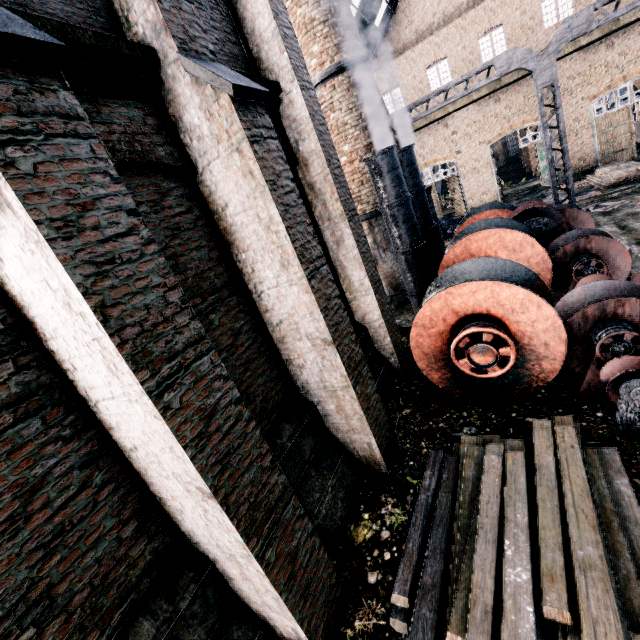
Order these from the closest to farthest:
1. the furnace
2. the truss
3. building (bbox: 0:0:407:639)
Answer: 1. building (bbox: 0:0:407:639)
2. the truss
3. the furnace

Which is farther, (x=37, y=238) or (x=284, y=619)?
(x=284, y=619)

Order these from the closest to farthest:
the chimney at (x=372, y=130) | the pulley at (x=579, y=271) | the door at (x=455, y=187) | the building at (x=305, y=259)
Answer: the building at (x=305, y=259)
the pulley at (x=579, y=271)
the chimney at (x=372, y=130)
the door at (x=455, y=187)

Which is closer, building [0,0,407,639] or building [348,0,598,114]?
building [0,0,407,639]

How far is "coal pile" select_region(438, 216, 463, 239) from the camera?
22.3m

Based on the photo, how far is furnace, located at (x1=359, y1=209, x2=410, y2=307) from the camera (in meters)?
13.43

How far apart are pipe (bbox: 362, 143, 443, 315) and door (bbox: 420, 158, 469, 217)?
21.2m

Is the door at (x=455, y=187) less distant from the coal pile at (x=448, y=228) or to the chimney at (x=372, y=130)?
the coal pile at (x=448, y=228)
